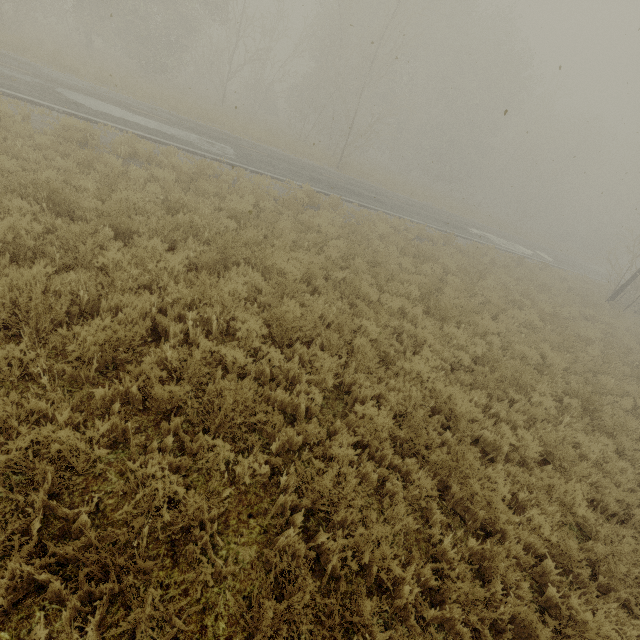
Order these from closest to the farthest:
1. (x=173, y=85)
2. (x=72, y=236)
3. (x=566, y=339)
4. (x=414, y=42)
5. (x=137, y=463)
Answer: (x=137, y=463), (x=72, y=236), (x=566, y=339), (x=173, y=85), (x=414, y=42)
